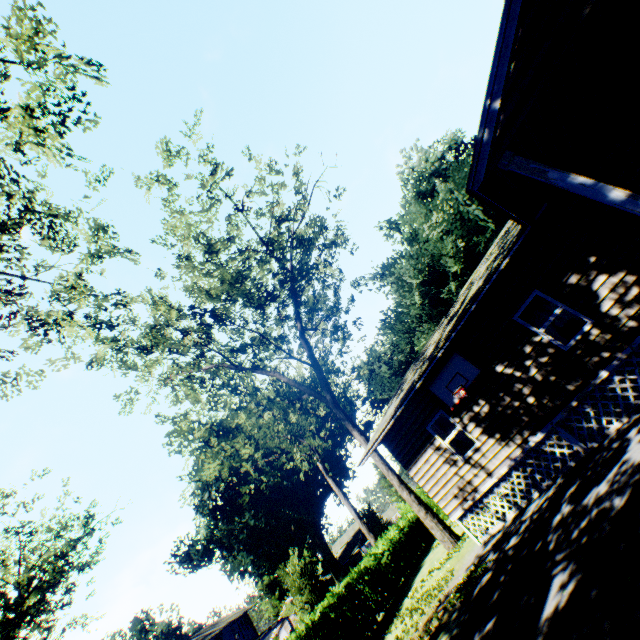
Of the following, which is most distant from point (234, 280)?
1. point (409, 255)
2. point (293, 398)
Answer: point (409, 255)

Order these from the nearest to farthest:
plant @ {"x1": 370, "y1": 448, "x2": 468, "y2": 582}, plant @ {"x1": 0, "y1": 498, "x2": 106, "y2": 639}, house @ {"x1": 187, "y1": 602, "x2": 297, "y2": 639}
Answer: plant @ {"x1": 370, "y1": 448, "x2": 468, "y2": 582}, plant @ {"x1": 0, "y1": 498, "x2": 106, "y2": 639}, house @ {"x1": 187, "y1": 602, "x2": 297, "y2": 639}

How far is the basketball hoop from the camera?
10.3m

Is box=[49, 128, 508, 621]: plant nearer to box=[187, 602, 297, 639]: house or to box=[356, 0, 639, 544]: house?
box=[187, 602, 297, 639]: house

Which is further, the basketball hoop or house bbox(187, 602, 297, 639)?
house bbox(187, 602, 297, 639)

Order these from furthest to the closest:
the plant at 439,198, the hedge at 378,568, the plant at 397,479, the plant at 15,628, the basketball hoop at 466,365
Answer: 1. the plant at 15,628
2. the plant at 439,198
3. the plant at 397,479
4. the hedge at 378,568
5. the basketball hoop at 466,365

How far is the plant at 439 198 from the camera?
17.2m

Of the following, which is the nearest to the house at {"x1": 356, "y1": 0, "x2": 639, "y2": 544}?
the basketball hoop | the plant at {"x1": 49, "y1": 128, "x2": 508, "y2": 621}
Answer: the basketball hoop
